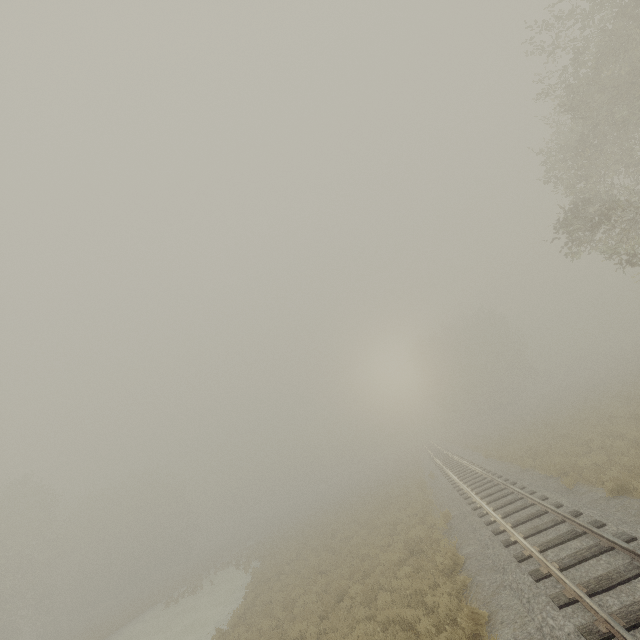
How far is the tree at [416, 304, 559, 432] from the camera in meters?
49.2 m

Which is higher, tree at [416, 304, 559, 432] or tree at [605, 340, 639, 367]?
tree at [416, 304, 559, 432]

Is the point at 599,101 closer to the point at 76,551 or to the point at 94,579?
the point at 94,579

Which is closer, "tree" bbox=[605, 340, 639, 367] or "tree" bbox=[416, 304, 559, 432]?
"tree" bbox=[605, 340, 639, 367]

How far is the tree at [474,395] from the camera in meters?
49.2

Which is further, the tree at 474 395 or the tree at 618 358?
the tree at 474 395
